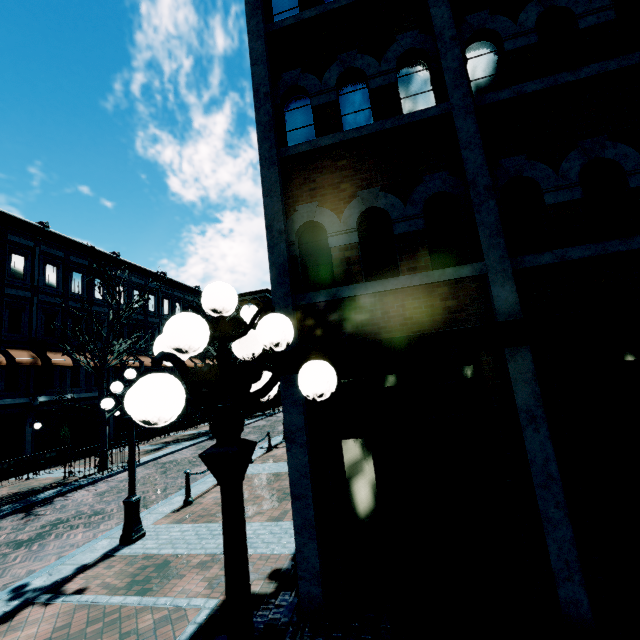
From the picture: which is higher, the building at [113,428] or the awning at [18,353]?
the awning at [18,353]

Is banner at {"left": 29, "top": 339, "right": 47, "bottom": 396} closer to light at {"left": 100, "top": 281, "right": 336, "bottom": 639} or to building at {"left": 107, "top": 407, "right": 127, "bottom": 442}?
building at {"left": 107, "top": 407, "right": 127, "bottom": 442}

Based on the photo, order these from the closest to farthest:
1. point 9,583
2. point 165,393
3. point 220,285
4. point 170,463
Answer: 1. point 165,393
2. point 220,285
3. point 9,583
4. point 170,463

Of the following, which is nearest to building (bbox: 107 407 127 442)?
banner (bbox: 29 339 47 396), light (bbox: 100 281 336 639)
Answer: banner (bbox: 29 339 47 396)

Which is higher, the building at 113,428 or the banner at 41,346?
the banner at 41,346

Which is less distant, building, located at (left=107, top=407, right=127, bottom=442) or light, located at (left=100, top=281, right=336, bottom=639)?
light, located at (left=100, top=281, right=336, bottom=639)

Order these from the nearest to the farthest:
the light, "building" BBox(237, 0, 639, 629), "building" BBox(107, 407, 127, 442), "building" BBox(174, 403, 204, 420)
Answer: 1. the light
2. "building" BBox(237, 0, 639, 629)
3. "building" BBox(107, 407, 127, 442)
4. "building" BBox(174, 403, 204, 420)

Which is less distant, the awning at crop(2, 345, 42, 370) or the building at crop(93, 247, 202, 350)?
the awning at crop(2, 345, 42, 370)
